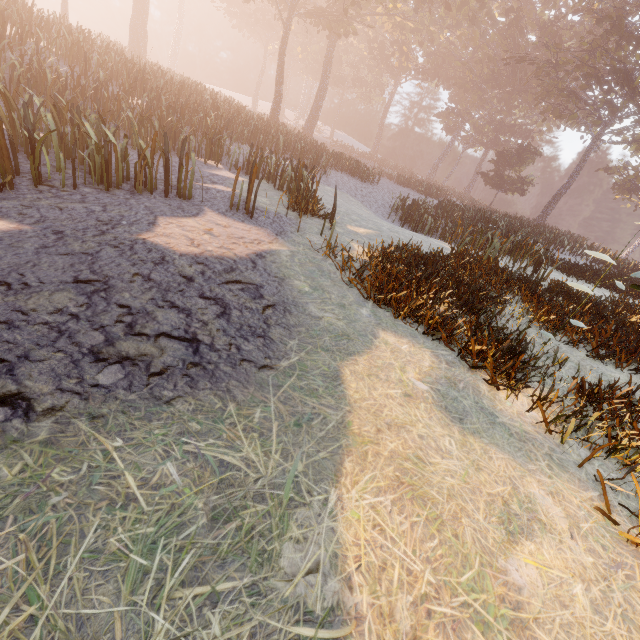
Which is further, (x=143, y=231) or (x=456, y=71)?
(x=456, y=71)
